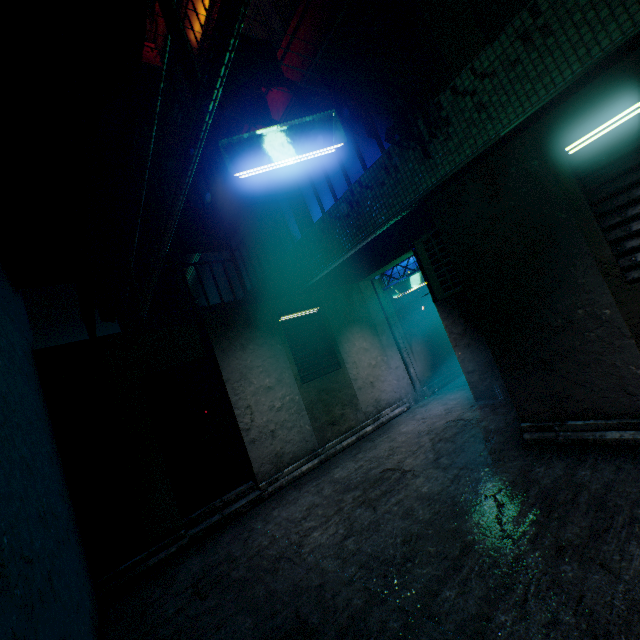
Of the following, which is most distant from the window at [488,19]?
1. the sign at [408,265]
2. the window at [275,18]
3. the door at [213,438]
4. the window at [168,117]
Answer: the window at [168,117]

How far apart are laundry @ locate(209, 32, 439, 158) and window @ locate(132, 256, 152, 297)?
6.90m

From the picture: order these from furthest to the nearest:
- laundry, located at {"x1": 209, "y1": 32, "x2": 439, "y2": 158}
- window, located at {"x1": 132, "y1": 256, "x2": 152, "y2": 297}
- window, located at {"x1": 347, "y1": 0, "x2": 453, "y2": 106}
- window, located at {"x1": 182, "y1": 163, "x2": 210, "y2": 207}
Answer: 1. window, located at {"x1": 182, "y1": 163, "x2": 210, "y2": 207}
2. window, located at {"x1": 132, "y1": 256, "x2": 152, "y2": 297}
3. window, located at {"x1": 347, "y1": 0, "x2": 453, "y2": 106}
4. laundry, located at {"x1": 209, "y1": 32, "x2": 439, "y2": 158}

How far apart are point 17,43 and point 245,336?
4.16m

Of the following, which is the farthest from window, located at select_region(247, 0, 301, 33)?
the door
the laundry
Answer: the door

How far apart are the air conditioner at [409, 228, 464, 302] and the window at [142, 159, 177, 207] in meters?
7.3

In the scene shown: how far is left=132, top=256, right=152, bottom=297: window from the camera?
→ 8.1m

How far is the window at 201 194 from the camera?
9.5m
